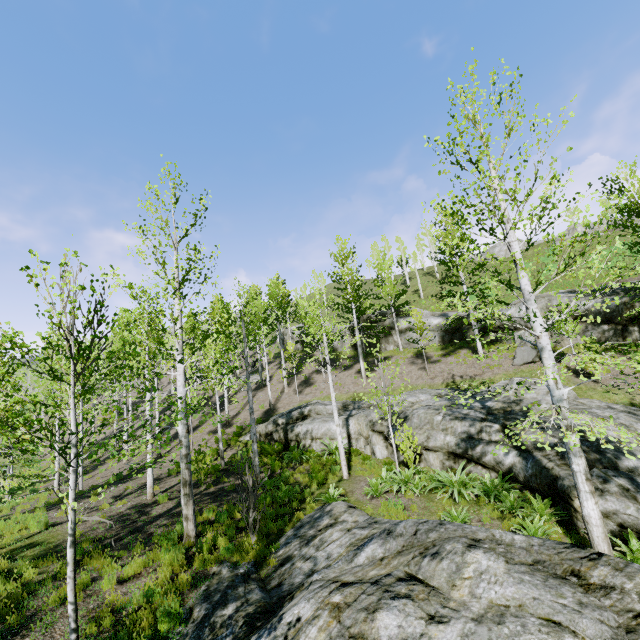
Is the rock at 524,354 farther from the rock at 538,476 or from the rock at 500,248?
the rock at 500,248

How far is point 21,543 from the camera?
9.7 meters

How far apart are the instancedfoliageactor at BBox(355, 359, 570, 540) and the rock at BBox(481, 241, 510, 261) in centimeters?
4067cm

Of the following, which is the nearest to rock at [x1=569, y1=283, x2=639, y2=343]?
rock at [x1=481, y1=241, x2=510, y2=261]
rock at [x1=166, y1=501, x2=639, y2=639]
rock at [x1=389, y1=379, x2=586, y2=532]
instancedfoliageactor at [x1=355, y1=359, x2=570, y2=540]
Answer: rock at [x1=389, y1=379, x2=586, y2=532]

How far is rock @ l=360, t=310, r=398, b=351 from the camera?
28.6 meters

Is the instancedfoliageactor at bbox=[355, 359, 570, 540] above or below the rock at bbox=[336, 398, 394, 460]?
below

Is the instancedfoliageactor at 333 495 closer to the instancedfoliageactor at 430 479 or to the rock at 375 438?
the rock at 375 438
